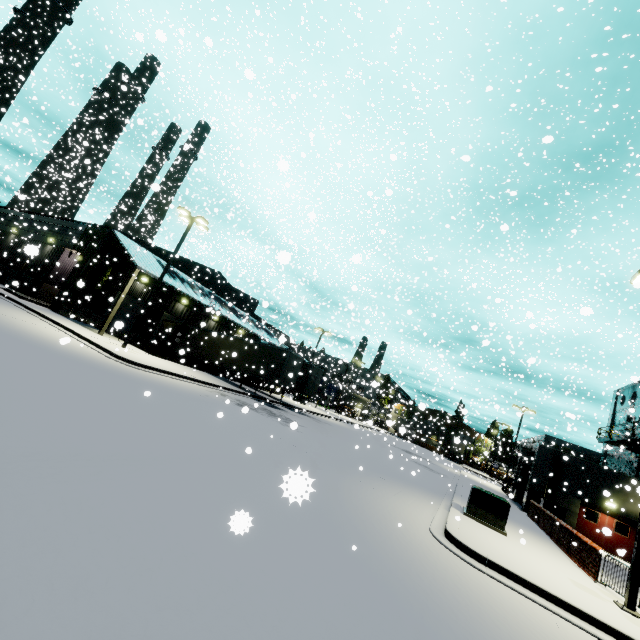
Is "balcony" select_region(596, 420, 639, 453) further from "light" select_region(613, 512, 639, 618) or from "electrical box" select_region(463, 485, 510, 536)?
"electrical box" select_region(463, 485, 510, 536)

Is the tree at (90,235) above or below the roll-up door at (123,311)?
above

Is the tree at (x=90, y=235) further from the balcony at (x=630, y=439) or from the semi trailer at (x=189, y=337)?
the balcony at (x=630, y=439)

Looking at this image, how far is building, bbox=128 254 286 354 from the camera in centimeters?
2855cm

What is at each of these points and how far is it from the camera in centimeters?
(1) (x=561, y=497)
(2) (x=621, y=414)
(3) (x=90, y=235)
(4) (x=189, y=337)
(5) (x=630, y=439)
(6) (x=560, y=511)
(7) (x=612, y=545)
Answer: (1) building, 2233cm
(2) building, 3359cm
(3) tree, 2733cm
(4) semi trailer, 2995cm
(5) balcony, 2236cm
(6) electrical box, 2123cm
(7) door, 2064cm

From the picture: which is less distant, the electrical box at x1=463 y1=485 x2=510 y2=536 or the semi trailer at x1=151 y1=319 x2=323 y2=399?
the electrical box at x1=463 y1=485 x2=510 y2=536

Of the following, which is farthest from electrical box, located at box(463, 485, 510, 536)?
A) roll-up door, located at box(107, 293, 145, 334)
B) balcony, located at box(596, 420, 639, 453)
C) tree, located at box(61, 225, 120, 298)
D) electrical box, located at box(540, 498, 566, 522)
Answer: tree, located at box(61, 225, 120, 298)

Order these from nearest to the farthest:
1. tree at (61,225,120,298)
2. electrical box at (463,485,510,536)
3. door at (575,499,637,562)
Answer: electrical box at (463,485,510,536) → door at (575,499,637,562) → tree at (61,225,120,298)
